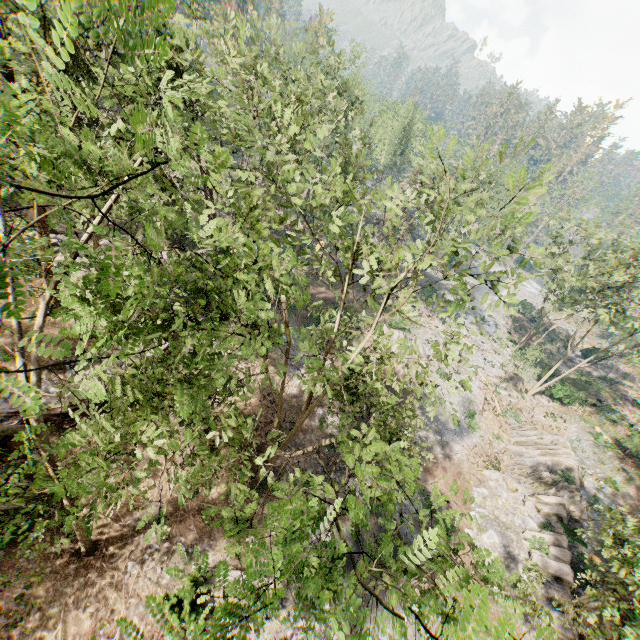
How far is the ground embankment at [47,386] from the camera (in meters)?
17.73

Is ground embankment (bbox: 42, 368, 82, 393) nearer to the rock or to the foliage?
the foliage

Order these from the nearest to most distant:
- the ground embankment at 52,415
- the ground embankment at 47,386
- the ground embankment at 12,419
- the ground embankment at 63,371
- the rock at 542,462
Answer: the ground embankment at 12,419, the ground embankment at 52,415, the ground embankment at 47,386, the ground embankment at 63,371, the rock at 542,462

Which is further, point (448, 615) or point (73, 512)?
point (73, 512)

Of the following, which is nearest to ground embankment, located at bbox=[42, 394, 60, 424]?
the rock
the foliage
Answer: the foliage

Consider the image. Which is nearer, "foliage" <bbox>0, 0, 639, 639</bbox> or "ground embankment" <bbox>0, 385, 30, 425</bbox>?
"foliage" <bbox>0, 0, 639, 639</bbox>
